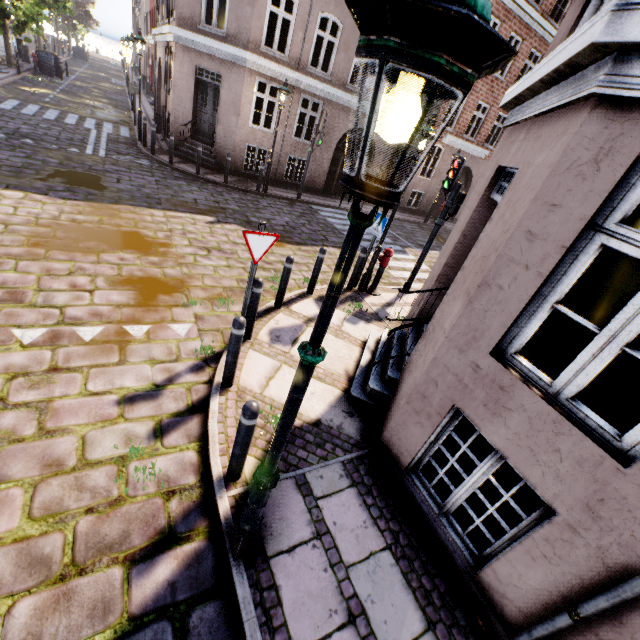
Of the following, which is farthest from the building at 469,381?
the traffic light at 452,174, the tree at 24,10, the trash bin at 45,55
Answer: the trash bin at 45,55

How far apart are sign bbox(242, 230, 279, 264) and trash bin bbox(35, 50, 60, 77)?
30.8m

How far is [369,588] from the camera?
2.93m

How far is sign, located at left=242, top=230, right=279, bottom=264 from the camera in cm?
420

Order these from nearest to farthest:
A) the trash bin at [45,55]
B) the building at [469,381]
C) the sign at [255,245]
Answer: the building at [469,381] < the sign at [255,245] < the trash bin at [45,55]

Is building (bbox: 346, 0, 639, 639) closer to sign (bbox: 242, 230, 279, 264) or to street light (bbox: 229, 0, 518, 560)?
street light (bbox: 229, 0, 518, 560)

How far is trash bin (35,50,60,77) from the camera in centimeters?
2222cm

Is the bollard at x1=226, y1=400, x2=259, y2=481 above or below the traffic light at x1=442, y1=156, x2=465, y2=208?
below
